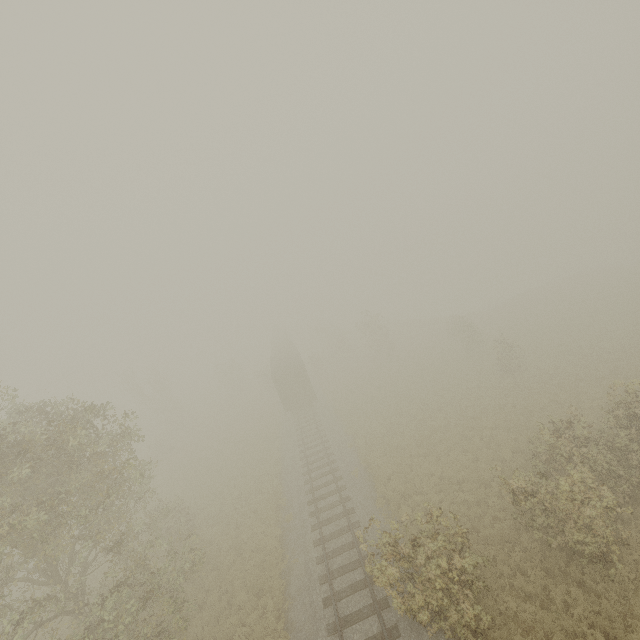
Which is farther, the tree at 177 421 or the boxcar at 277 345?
the tree at 177 421

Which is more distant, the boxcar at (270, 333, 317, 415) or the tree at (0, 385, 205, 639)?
the boxcar at (270, 333, 317, 415)

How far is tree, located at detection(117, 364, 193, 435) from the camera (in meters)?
40.41

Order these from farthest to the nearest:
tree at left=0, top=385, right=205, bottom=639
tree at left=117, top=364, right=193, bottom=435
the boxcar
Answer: tree at left=117, top=364, right=193, bottom=435
the boxcar
tree at left=0, top=385, right=205, bottom=639

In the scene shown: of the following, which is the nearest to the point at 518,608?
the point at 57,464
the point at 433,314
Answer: the point at 57,464

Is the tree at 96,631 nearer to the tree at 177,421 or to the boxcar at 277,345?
the boxcar at 277,345

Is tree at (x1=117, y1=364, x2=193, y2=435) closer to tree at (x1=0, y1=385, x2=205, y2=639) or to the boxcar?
the boxcar
